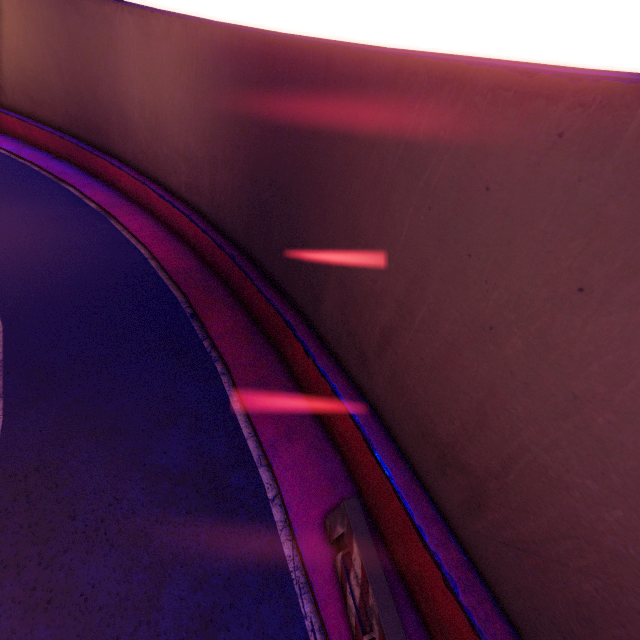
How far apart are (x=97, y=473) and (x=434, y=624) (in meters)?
6.61

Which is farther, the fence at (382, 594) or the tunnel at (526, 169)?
the fence at (382, 594)

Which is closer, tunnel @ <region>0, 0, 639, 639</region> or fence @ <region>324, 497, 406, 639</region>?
tunnel @ <region>0, 0, 639, 639</region>
